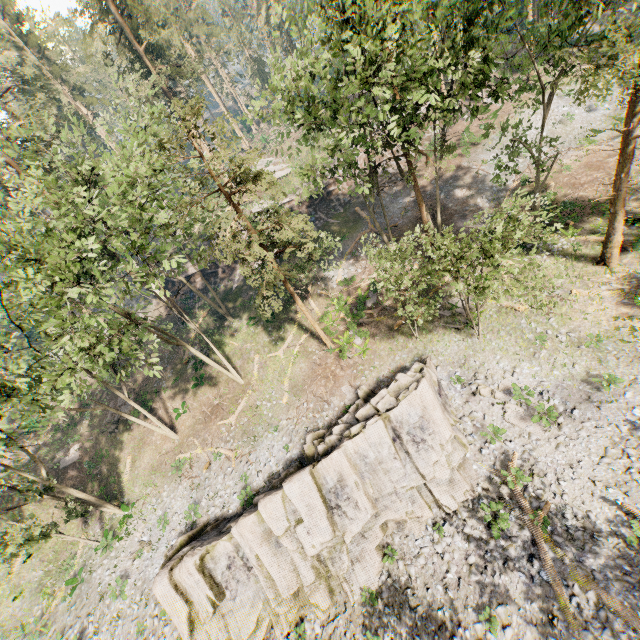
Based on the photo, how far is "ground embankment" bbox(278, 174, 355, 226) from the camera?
36.6 meters

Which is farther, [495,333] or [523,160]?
[523,160]

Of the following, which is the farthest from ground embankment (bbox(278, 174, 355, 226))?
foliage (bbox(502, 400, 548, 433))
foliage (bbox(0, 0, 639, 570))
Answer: foliage (bbox(502, 400, 548, 433))

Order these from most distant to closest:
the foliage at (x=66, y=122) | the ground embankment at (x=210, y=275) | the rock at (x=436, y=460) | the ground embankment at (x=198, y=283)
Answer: the ground embankment at (x=198, y=283), the ground embankment at (x=210, y=275), the rock at (x=436, y=460), the foliage at (x=66, y=122)

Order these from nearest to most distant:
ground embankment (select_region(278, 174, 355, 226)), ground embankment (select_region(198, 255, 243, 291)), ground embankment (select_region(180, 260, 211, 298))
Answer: ground embankment (select_region(278, 174, 355, 226)) < ground embankment (select_region(198, 255, 243, 291)) < ground embankment (select_region(180, 260, 211, 298))

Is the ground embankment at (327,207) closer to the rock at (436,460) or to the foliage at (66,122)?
the foliage at (66,122)

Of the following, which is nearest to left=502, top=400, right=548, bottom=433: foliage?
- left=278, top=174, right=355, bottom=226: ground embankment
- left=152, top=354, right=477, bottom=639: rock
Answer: left=152, top=354, right=477, bottom=639: rock
